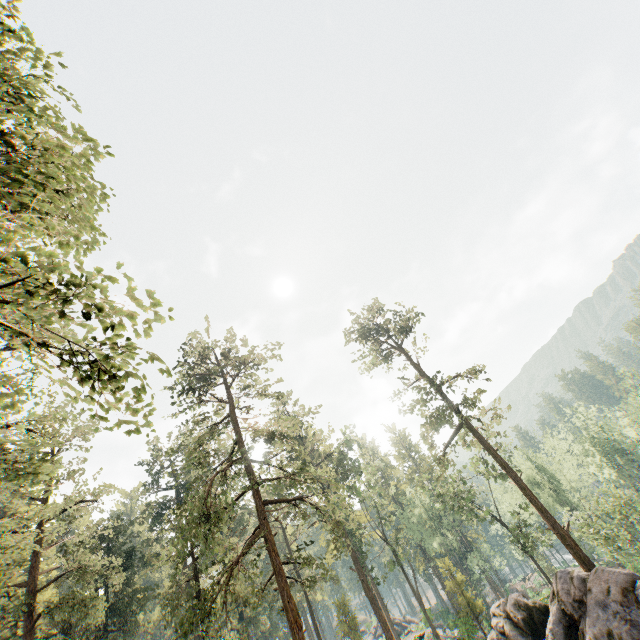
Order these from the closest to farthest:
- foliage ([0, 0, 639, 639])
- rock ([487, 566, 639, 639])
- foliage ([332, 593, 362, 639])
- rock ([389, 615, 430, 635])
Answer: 1. foliage ([0, 0, 639, 639])
2. rock ([487, 566, 639, 639])
3. foliage ([332, 593, 362, 639])
4. rock ([389, 615, 430, 635])

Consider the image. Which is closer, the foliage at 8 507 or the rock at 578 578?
the foliage at 8 507

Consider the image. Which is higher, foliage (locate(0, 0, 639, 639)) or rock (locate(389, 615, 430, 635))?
foliage (locate(0, 0, 639, 639))

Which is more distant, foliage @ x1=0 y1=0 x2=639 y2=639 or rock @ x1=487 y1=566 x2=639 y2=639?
rock @ x1=487 y1=566 x2=639 y2=639

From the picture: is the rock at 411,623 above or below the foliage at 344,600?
below

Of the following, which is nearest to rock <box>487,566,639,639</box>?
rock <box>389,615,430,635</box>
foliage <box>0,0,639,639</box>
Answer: foliage <box>0,0,639,639</box>

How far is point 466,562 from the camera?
47.16m
